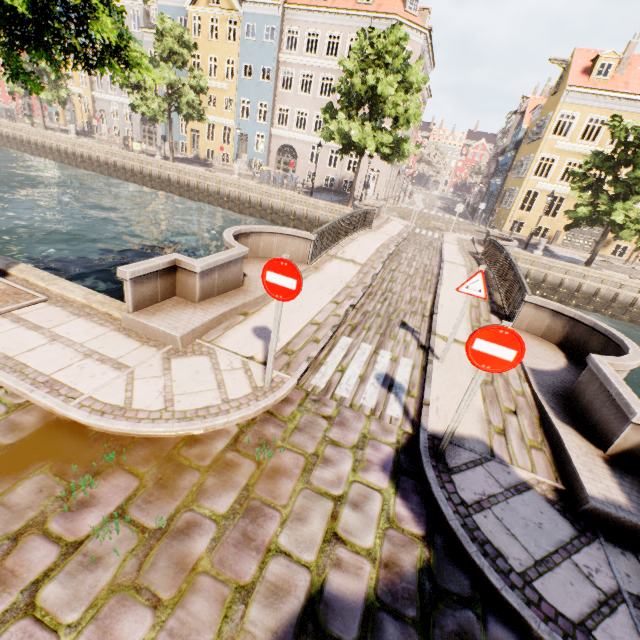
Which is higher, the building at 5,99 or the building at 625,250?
the building at 5,99

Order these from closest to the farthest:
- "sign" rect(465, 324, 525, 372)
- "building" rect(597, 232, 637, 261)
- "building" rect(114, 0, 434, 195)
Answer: "sign" rect(465, 324, 525, 372) → "building" rect(597, 232, 637, 261) → "building" rect(114, 0, 434, 195)

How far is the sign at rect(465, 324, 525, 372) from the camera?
3.2 meters

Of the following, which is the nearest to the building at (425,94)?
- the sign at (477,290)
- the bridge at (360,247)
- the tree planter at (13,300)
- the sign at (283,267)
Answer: the bridge at (360,247)

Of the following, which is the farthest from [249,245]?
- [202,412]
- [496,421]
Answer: [496,421]

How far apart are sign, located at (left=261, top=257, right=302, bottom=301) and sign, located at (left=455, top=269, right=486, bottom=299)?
3.2m

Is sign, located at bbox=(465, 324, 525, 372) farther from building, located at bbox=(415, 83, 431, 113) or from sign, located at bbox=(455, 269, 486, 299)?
building, located at bbox=(415, 83, 431, 113)

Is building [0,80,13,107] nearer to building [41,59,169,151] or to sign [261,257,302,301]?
building [41,59,169,151]
